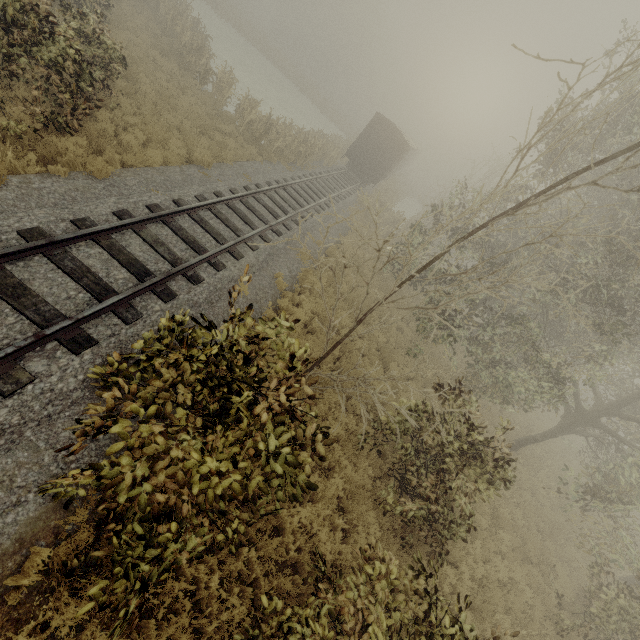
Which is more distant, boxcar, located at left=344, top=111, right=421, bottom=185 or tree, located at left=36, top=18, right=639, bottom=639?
boxcar, located at left=344, top=111, right=421, bottom=185

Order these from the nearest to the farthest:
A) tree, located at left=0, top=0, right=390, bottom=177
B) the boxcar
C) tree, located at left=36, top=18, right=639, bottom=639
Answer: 1. tree, located at left=36, top=18, right=639, bottom=639
2. tree, located at left=0, top=0, right=390, bottom=177
3. the boxcar

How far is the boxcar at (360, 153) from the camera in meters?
23.8 m

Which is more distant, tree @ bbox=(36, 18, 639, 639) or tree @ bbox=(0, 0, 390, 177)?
tree @ bbox=(0, 0, 390, 177)

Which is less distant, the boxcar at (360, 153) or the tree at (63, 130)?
the tree at (63, 130)

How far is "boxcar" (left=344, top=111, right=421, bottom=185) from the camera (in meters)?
23.84

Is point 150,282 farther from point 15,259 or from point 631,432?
point 631,432
